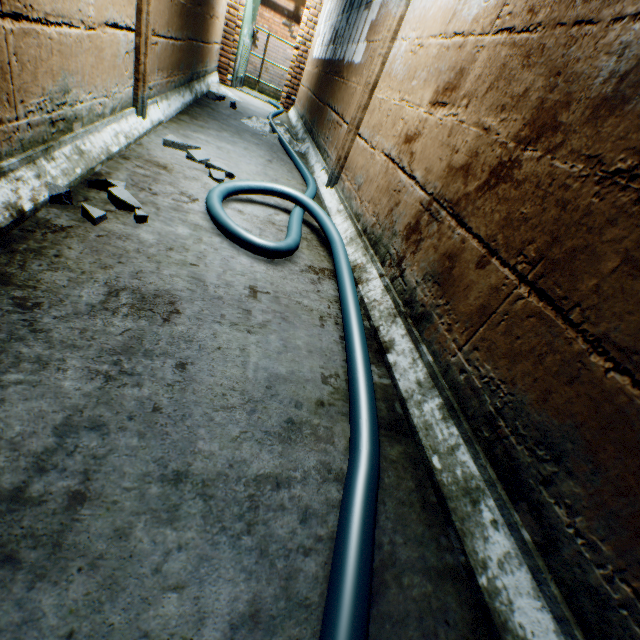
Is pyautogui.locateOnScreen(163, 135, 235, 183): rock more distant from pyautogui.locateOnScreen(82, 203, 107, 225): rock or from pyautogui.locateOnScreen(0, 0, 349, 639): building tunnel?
pyautogui.locateOnScreen(82, 203, 107, 225): rock

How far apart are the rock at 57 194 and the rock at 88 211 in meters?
0.1 m

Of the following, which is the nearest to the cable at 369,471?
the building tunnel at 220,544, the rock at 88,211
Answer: the building tunnel at 220,544

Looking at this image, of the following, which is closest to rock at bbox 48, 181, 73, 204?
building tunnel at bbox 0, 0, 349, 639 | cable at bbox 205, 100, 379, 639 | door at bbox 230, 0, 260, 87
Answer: building tunnel at bbox 0, 0, 349, 639

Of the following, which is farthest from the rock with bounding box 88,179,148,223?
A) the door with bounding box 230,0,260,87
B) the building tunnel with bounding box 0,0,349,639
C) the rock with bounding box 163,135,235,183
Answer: the door with bounding box 230,0,260,87

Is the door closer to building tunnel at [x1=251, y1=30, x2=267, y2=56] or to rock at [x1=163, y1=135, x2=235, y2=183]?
building tunnel at [x1=251, y1=30, x2=267, y2=56]

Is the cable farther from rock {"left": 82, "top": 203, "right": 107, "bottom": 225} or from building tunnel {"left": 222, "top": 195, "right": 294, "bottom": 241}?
rock {"left": 82, "top": 203, "right": 107, "bottom": 225}

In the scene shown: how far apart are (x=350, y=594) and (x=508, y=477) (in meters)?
0.54
